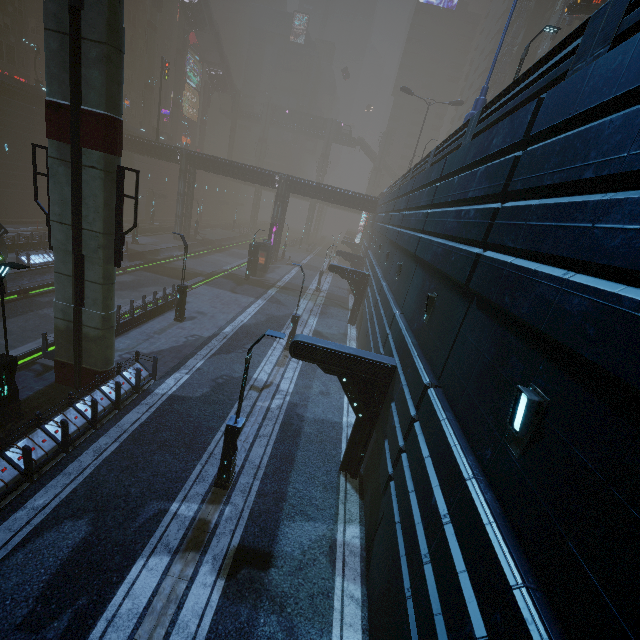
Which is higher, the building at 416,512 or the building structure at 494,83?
the building structure at 494,83

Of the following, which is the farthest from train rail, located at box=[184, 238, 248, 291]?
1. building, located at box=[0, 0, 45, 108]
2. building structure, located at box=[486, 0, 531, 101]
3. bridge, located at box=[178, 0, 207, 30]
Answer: bridge, located at box=[178, 0, 207, 30]

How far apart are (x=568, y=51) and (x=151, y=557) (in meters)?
14.36

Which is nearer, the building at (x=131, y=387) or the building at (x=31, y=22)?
the building at (x=131, y=387)

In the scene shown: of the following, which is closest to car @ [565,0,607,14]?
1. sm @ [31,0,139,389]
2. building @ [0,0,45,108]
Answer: sm @ [31,0,139,389]

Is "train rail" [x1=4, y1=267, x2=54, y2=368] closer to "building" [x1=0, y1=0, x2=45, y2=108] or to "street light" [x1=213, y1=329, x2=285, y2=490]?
"building" [x1=0, y1=0, x2=45, y2=108]

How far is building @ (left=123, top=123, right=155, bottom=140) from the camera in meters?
49.2

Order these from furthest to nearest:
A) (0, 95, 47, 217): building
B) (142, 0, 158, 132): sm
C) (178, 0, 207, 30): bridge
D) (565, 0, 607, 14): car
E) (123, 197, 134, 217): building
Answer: (178, 0, 207, 30): bridge
(142, 0, 158, 132): sm
(123, 197, 134, 217): building
(0, 95, 47, 217): building
(565, 0, 607, 14): car
